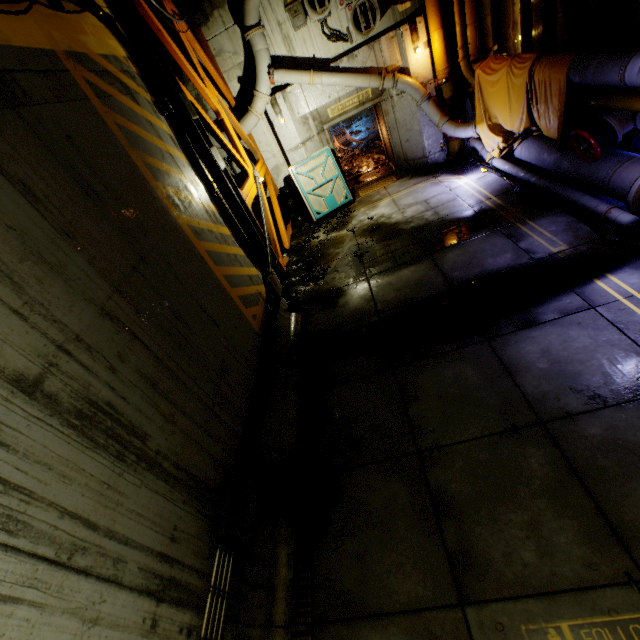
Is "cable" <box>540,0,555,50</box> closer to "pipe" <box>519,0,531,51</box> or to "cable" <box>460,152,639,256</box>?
"pipe" <box>519,0,531,51</box>

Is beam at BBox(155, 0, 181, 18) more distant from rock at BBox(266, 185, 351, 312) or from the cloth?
the cloth

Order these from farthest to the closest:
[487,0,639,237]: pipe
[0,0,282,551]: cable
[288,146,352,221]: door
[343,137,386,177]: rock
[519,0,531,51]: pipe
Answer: [343,137,386,177]: rock < [288,146,352,221]: door < [519,0,531,51]: pipe < [487,0,639,237]: pipe < [0,0,282,551]: cable

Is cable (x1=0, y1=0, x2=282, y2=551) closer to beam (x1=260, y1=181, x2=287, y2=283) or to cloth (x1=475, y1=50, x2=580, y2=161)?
beam (x1=260, y1=181, x2=287, y2=283)

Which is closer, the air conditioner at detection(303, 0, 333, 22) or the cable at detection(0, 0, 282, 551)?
the cable at detection(0, 0, 282, 551)

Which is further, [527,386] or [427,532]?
[527,386]

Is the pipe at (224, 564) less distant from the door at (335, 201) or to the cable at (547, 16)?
the door at (335, 201)

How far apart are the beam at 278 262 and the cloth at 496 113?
6.39m
